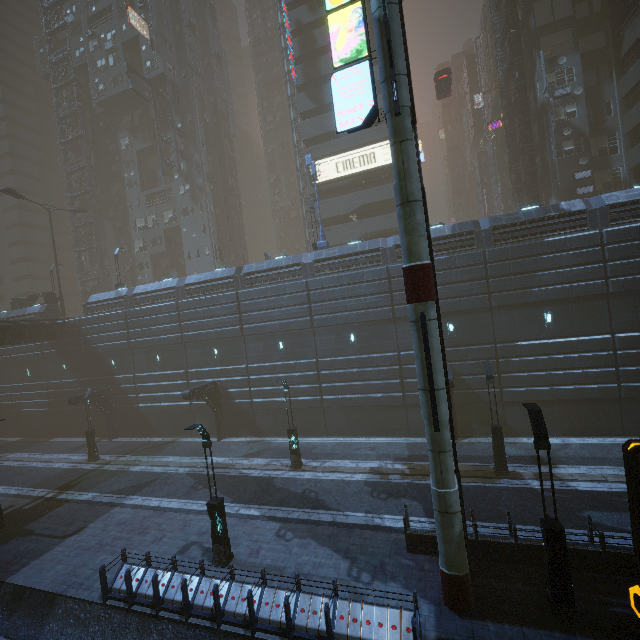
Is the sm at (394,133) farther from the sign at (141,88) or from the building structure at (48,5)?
the building structure at (48,5)

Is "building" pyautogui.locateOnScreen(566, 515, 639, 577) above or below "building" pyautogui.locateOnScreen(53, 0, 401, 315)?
below

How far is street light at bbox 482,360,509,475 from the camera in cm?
1592

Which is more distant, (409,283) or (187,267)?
(187,267)

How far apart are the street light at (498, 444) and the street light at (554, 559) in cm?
668

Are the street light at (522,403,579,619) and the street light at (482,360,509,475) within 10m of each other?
yes

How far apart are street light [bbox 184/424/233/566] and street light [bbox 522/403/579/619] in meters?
10.6 m

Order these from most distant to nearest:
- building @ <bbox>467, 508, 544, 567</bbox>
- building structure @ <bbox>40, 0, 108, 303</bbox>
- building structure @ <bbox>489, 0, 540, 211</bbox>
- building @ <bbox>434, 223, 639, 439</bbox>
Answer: building structure @ <bbox>40, 0, 108, 303</bbox> → building structure @ <bbox>489, 0, 540, 211</bbox> → building @ <bbox>434, 223, 639, 439</bbox> → building @ <bbox>467, 508, 544, 567</bbox>
